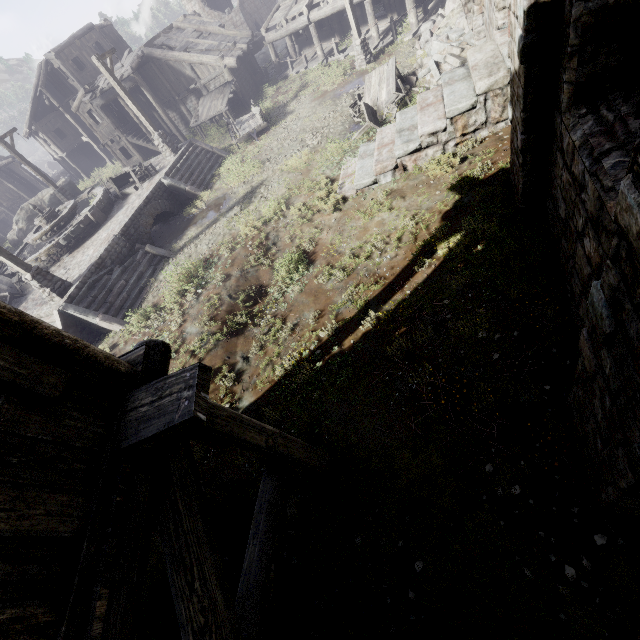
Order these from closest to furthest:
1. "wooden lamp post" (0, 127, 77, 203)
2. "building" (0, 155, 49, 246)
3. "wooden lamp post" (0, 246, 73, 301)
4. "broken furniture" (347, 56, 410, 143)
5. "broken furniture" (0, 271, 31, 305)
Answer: "wooden lamp post" (0, 246, 73, 301), "broken furniture" (347, 56, 410, 143), "broken furniture" (0, 271, 31, 305), "wooden lamp post" (0, 127, 77, 203), "building" (0, 155, 49, 246)

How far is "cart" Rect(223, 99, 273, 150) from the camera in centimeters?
1758cm

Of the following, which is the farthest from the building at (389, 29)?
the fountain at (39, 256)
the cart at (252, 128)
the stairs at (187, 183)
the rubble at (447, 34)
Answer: the fountain at (39, 256)

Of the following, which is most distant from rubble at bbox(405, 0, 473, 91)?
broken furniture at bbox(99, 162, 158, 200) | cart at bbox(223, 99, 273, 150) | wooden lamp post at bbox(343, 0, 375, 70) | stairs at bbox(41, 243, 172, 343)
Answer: broken furniture at bbox(99, 162, 158, 200)

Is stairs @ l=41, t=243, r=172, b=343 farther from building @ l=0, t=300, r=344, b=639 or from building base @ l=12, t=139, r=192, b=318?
building @ l=0, t=300, r=344, b=639

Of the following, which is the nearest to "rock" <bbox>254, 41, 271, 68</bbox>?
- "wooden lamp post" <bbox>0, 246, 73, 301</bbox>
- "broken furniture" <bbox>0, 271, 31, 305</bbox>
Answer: "broken furniture" <bbox>0, 271, 31, 305</bbox>

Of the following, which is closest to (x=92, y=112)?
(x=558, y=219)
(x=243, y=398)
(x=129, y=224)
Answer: (x=129, y=224)

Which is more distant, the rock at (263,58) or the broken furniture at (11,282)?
the rock at (263,58)
